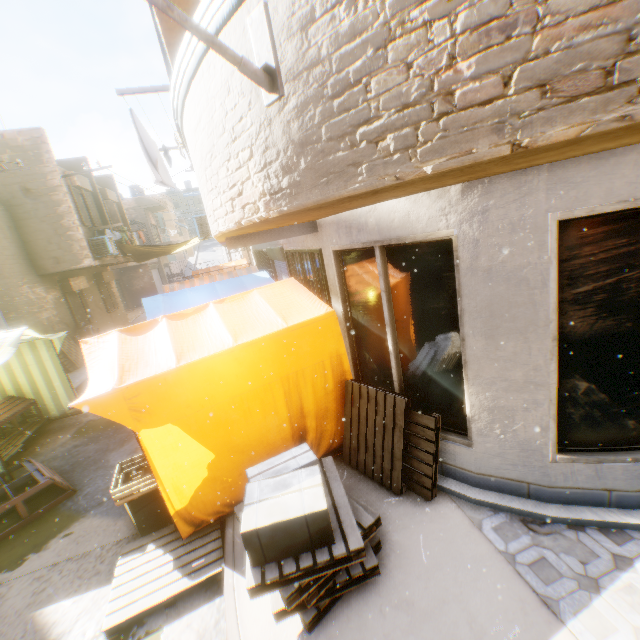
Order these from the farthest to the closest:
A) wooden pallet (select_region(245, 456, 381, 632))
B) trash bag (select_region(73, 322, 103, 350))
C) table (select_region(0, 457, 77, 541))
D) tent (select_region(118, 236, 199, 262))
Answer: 1. tent (select_region(118, 236, 199, 262))
2. trash bag (select_region(73, 322, 103, 350))
3. table (select_region(0, 457, 77, 541))
4. wooden pallet (select_region(245, 456, 381, 632))

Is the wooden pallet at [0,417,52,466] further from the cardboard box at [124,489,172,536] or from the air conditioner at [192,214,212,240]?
the air conditioner at [192,214,212,240]

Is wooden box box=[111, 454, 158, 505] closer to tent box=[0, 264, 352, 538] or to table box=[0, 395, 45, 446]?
tent box=[0, 264, 352, 538]

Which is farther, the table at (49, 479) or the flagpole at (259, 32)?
the table at (49, 479)

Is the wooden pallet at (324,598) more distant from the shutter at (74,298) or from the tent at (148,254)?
the shutter at (74,298)

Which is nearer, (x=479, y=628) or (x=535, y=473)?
(x=479, y=628)

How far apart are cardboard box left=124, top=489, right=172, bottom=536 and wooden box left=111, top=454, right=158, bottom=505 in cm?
2

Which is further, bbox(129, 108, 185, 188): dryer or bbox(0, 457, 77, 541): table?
bbox(129, 108, 185, 188): dryer
